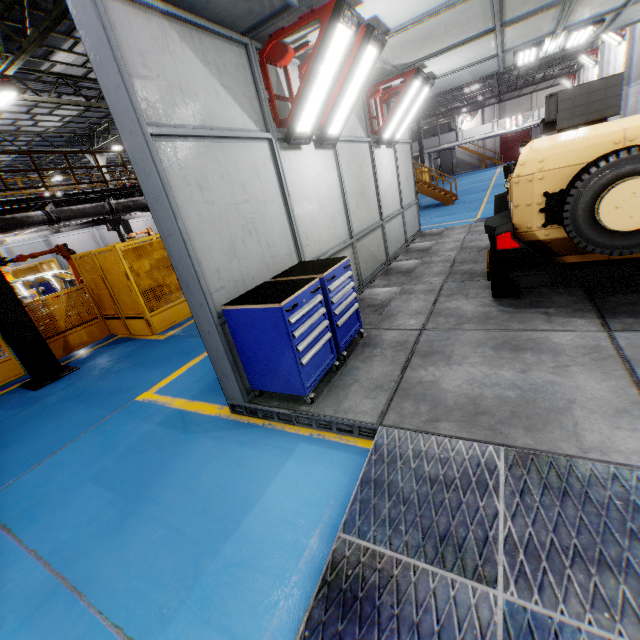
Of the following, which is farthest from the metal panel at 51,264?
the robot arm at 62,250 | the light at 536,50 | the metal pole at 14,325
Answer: the light at 536,50

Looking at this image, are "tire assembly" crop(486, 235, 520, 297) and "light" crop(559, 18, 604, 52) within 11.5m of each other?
yes

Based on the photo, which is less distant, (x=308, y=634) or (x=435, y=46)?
(x=308, y=634)

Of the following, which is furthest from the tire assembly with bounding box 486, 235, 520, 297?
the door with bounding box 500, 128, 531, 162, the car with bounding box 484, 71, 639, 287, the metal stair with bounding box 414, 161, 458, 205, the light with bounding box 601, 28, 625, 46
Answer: the door with bounding box 500, 128, 531, 162

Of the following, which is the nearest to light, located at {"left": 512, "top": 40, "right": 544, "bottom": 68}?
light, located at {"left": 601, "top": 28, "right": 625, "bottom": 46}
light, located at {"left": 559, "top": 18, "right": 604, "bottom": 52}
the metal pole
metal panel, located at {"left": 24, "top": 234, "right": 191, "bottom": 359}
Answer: light, located at {"left": 559, "top": 18, "right": 604, "bottom": 52}

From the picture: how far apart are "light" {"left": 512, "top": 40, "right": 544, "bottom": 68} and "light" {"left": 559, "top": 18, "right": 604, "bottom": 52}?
0.4 meters

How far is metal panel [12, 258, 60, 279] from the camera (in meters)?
17.05

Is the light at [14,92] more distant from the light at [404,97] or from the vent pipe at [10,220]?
the light at [404,97]
